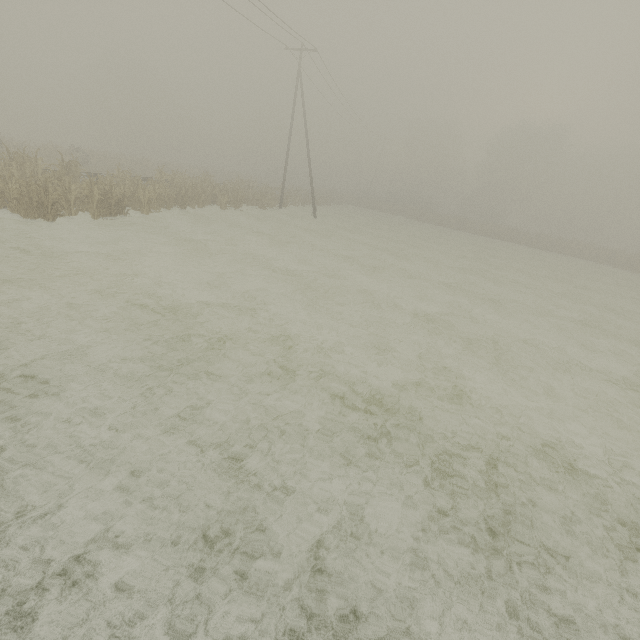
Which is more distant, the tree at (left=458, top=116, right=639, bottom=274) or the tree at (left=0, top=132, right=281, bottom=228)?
the tree at (left=458, top=116, right=639, bottom=274)

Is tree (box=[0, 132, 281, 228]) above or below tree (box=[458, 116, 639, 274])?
below

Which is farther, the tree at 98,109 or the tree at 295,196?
the tree at 98,109

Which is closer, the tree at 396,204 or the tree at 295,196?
the tree at 295,196

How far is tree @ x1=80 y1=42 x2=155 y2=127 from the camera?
54.4m

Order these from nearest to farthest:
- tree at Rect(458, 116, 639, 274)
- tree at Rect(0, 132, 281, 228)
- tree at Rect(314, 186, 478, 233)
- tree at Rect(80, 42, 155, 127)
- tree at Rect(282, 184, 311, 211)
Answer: tree at Rect(0, 132, 281, 228) < tree at Rect(282, 184, 311, 211) < tree at Rect(458, 116, 639, 274) < tree at Rect(314, 186, 478, 233) < tree at Rect(80, 42, 155, 127)

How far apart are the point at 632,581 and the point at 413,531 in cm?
269
